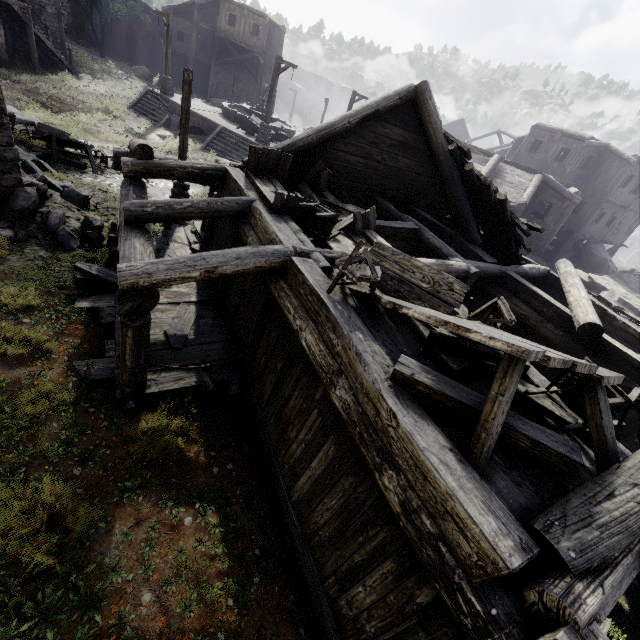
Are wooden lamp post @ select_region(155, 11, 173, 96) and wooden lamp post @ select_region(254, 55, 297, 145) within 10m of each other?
yes

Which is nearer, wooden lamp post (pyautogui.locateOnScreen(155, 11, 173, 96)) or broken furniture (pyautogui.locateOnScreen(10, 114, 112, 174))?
broken furniture (pyautogui.locateOnScreen(10, 114, 112, 174))

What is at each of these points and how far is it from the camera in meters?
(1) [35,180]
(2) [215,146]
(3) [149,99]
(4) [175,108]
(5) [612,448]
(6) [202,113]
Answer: (1) rubble, 9.9
(2) stairs, 21.3
(3) stairs, 23.8
(4) building base, 23.3
(5) broken furniture, 3.0
(6) building base, 23.4

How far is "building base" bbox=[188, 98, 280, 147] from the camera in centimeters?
2136cm

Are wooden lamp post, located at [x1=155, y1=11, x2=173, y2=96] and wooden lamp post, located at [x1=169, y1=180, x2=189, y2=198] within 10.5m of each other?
no

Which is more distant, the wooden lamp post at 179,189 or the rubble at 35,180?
the wooden lamp post at 179,189

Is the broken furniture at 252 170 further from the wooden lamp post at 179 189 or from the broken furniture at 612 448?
the wooden lamp post at 179 189

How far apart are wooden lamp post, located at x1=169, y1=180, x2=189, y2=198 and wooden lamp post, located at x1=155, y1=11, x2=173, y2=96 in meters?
16.4 m
